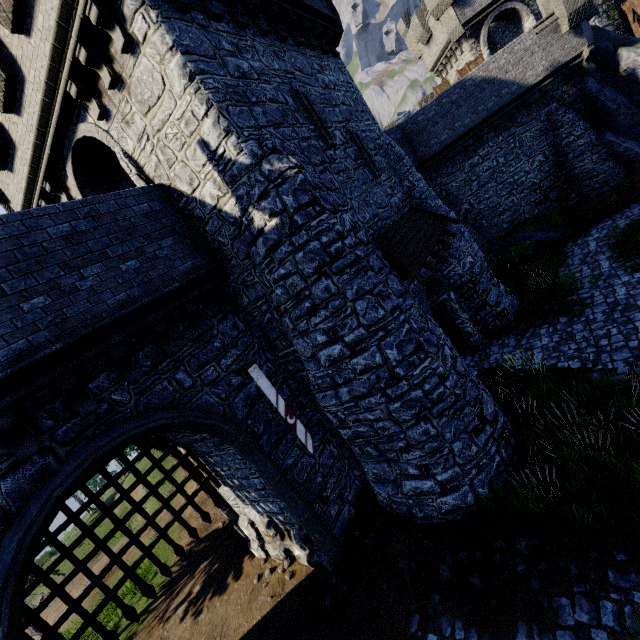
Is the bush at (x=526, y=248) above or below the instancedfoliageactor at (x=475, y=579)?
above

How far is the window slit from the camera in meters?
9.4

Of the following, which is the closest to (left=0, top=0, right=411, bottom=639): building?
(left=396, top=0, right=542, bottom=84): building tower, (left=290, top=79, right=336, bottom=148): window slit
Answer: (left=290, top=79, right=336, bottom=148): window slit

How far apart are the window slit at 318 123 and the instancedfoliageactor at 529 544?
10.9m

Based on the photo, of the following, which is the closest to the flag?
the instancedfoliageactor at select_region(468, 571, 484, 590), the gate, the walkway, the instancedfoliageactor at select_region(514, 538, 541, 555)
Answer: the gate

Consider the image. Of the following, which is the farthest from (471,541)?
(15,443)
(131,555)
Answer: (131,555)

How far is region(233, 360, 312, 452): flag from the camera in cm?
796

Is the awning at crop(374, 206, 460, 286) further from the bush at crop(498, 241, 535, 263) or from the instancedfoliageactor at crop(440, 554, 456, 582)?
the bush at crop(498, 241, 535, 263)
